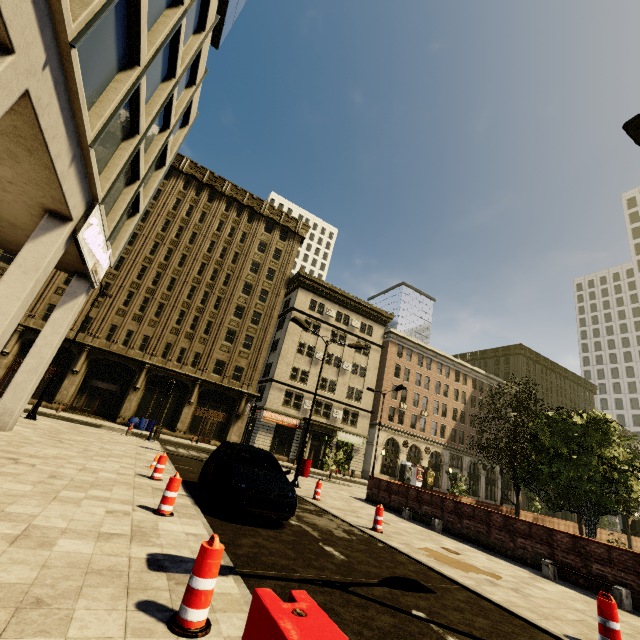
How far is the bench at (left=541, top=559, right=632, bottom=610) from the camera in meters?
7.5

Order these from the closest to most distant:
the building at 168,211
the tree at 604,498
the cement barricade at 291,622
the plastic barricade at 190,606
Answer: the cement barricade at 291,622, the plastic barricade at 190,606, the building at 168,211, the tree at 604,498

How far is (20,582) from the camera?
3.0m

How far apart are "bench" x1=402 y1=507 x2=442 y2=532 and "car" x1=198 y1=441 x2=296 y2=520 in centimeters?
706cm

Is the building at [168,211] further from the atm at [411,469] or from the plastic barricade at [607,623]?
the plastic barricade at [607,623]

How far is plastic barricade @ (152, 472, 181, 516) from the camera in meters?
6.0 m

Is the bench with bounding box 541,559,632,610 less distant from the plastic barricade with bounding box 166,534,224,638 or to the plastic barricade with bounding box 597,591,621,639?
the plastic barricade with bounding box 597,591,621,639

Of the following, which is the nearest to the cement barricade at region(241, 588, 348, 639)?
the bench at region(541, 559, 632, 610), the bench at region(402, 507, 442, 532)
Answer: the bench at region(541, 559, 632, 610)
